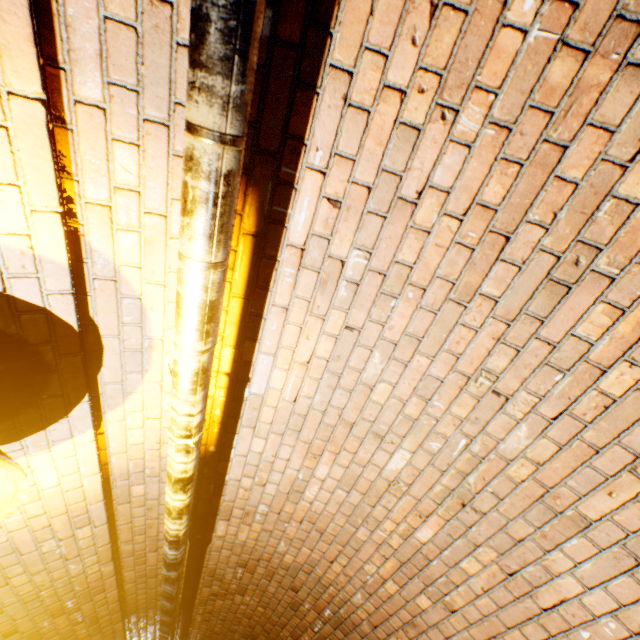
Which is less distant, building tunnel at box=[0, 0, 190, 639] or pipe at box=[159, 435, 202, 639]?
building tunnel at box=[0, 0, 190, 639]

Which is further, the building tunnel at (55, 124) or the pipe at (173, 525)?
the pipe at (173, 525)

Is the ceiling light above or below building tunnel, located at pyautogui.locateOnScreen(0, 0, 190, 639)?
below

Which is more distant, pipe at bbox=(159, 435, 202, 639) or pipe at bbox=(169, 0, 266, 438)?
pipe at bbox=(159, 435, 202, 639)

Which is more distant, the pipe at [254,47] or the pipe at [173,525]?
the pipe at [173,525]

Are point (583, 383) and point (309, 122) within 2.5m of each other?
yes

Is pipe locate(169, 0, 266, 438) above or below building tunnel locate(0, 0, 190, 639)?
below
